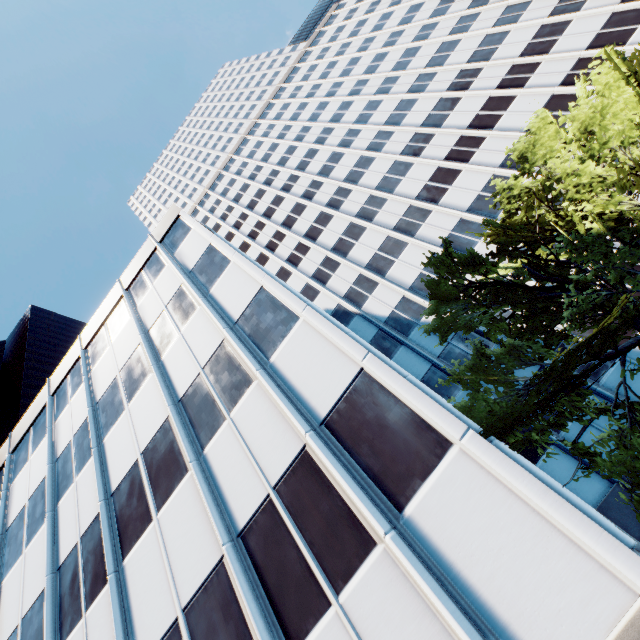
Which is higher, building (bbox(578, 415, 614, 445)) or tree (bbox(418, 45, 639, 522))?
tree (bbox(418, 45, 639, 522))

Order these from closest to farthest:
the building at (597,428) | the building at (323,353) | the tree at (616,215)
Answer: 1. the building at (323,353)
2. the tree at (616,215)
3. the building at (597,428)

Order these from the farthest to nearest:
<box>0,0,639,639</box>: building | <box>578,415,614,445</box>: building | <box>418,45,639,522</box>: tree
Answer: <box>578,415,614,445</box>: building
<box>418,45,639,522</box>: tree
<box>0,0,639,639</box>: building

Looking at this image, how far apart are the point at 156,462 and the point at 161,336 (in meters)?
5.67

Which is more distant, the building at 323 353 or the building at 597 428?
the building at 597 428

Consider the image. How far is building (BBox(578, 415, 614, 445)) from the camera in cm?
1680

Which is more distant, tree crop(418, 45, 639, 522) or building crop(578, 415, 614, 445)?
building crop(578, 415, 614, 445)
